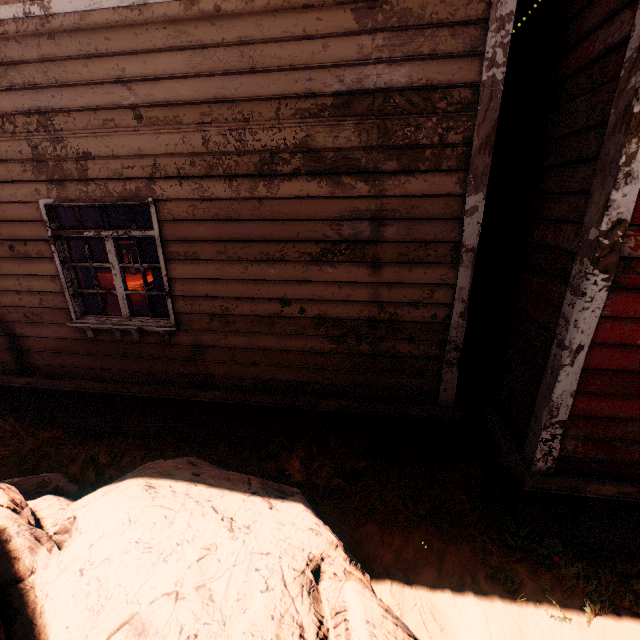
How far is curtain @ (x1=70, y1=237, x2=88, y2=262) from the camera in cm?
393

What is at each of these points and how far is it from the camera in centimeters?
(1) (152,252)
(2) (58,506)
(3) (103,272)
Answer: (1) curtain, 385cm
(2) rock, 309cm
(3) table, 675cm

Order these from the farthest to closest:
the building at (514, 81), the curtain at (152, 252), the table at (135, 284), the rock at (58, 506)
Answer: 1. the table at (135, 284)
2. the curtain at (152, 252)
3. the building at (514, 81)
4. the rock at (58, 506)

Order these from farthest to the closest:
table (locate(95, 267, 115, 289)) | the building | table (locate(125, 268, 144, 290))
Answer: table (locate(95, 267, 115, 289)), table (locate(125, 268, 144, 290)), the building

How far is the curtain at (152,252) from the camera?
3.79m

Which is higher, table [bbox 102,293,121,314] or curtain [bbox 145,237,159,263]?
curtain [bbox 145,237,159,263]

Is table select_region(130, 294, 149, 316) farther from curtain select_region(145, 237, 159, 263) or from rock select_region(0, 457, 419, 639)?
rock select_region(0, 457, 419, 639)

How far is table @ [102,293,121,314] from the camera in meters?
5.0
